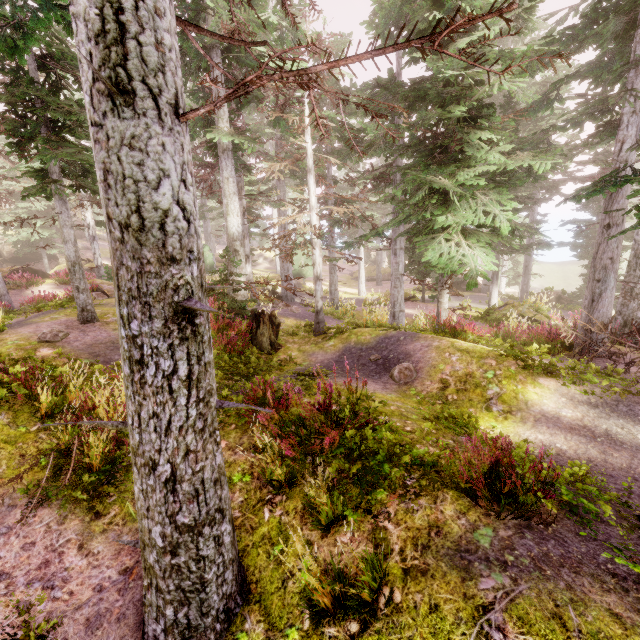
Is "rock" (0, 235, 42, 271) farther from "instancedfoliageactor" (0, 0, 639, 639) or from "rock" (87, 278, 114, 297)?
"rock" (87, 278, 114, 297)

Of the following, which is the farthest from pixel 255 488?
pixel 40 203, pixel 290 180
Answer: pixel 40 203

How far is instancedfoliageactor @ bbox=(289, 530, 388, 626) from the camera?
2.68m

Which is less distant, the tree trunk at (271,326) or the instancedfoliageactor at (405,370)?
the instancedfoliageactor at (405,370)

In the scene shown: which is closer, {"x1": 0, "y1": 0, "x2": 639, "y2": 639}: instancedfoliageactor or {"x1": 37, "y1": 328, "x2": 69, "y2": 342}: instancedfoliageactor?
{"x1": 0, "y1": 0, "x2": 639, "y2": 639}: instancedfoliageactor

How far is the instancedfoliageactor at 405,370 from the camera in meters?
8.1

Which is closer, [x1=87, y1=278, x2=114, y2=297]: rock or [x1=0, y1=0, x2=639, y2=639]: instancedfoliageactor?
[x1=0, y1=0, x2=639, y2=639]: instancedfoliageactor

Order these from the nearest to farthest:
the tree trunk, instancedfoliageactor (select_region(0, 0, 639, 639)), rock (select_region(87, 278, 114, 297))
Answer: instancedfoliageactor (select_region(0, 0, 639, 639)) → the tree trunk → rock (select_region(87, 278, 114, 297))
